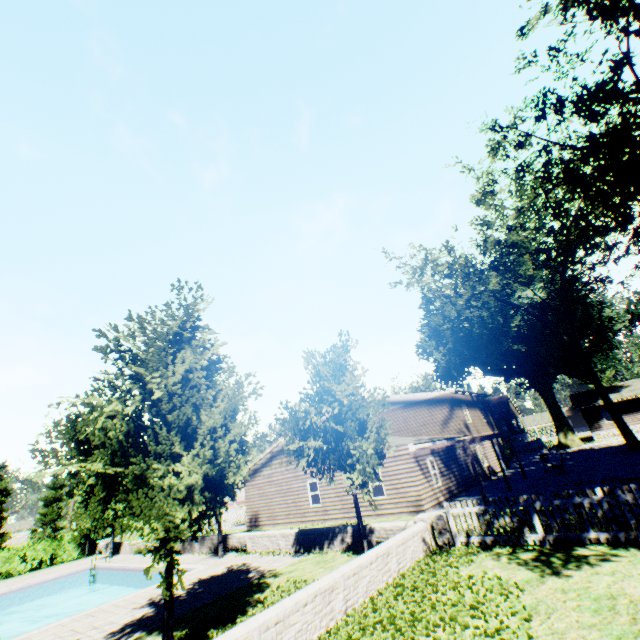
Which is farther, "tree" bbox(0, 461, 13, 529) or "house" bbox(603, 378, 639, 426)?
"house" bbox(603, 378, 639, 426)

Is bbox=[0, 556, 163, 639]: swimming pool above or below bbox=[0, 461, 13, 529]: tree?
below

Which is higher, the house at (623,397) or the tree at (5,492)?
the tree at (5,492)

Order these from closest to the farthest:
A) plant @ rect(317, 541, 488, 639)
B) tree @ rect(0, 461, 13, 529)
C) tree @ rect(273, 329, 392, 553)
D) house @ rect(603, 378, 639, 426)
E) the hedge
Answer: plant @ rect(317, 541, 488, 639), tree @ rect(273, 329, 392, 553), the hedge, tree @ rect(0, 461, 13, 529), house @ rect(603, 378, 639, 426)

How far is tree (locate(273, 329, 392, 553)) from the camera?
11.56m

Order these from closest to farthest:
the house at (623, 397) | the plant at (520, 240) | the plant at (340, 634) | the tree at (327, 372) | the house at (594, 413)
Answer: the plant at (340, 634) → the tree at (327, 372) → the plant at (520, 240) → the house at (623, 397) → the house at (594, 413)

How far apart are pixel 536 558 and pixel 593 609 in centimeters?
301cm

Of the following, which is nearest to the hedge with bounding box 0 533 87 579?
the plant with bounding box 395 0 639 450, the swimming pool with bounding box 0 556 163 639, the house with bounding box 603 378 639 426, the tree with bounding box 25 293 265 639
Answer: the tree with bounding box 25 293 265 639
